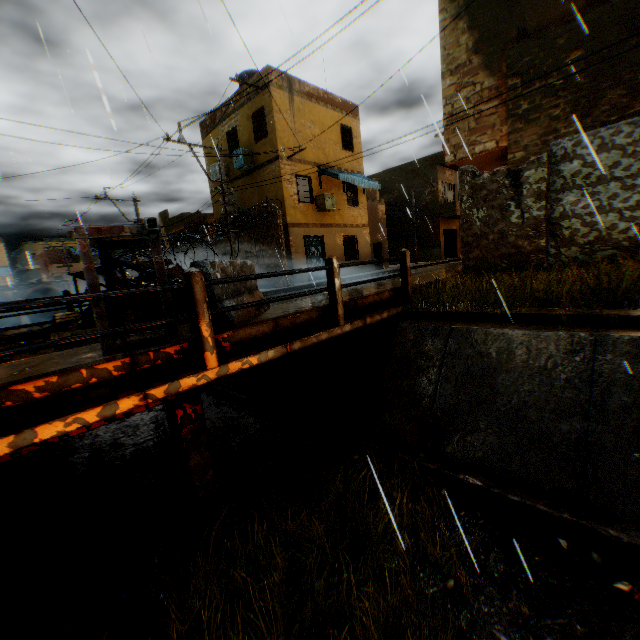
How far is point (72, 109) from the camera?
4.9m

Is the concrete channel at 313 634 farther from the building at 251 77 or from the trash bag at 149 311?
the trash bag at 149 311

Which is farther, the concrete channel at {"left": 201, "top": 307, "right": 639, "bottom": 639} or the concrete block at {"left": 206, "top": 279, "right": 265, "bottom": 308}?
the concrete block at {"left": 206, "top": 279, "right": 265, "bottom": 308}

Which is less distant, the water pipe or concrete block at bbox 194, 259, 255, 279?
concrete block at bbox 194, 259, 255, 279

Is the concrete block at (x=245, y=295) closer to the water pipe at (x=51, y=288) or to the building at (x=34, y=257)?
the building at (x=34, y=257)

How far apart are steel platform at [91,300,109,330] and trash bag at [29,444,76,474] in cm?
416

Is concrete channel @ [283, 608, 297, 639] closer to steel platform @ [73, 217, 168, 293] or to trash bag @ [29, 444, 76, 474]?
trash bag @ [29, 444, 76, 474]

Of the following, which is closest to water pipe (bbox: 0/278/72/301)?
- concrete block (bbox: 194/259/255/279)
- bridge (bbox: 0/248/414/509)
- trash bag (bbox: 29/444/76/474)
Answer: concrete block (bbox: 194/259/255/279)
